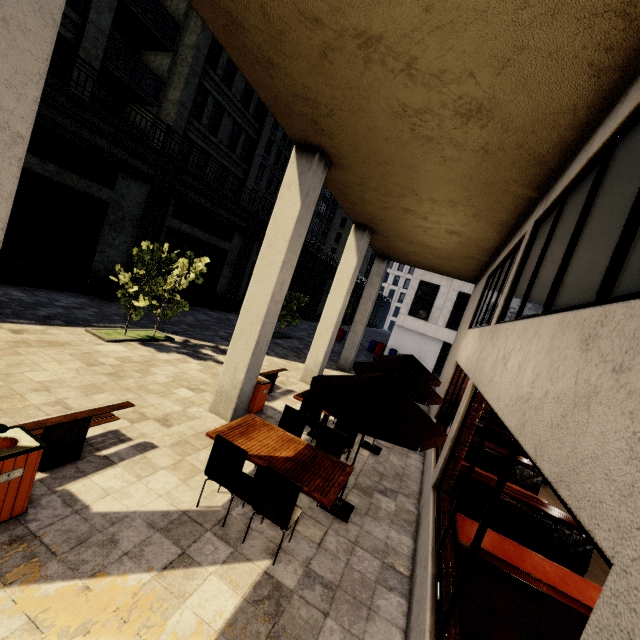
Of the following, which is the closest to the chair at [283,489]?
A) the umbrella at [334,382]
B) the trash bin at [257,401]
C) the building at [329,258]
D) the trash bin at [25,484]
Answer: the umbrella at [334,382]

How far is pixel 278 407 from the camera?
8.66m

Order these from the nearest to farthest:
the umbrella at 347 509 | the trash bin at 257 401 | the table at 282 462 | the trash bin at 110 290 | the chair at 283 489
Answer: the chair at 283 489
the table at 282 462
the umbrella at 347 509
the trash bin at 257 401
the trash bin at 110 290

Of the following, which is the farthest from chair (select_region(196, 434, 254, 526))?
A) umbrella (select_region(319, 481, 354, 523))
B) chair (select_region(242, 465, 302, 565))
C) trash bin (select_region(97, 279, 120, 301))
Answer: trash bin (select_region(97, 279, 120, 301))

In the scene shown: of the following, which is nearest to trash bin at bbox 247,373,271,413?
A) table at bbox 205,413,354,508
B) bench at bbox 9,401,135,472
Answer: table at bbox 205,413,354,508

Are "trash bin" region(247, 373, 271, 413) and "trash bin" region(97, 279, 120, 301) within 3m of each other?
no

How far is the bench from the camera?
4.0 meters

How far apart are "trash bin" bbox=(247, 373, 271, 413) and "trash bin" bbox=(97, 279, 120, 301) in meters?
9.8 m
